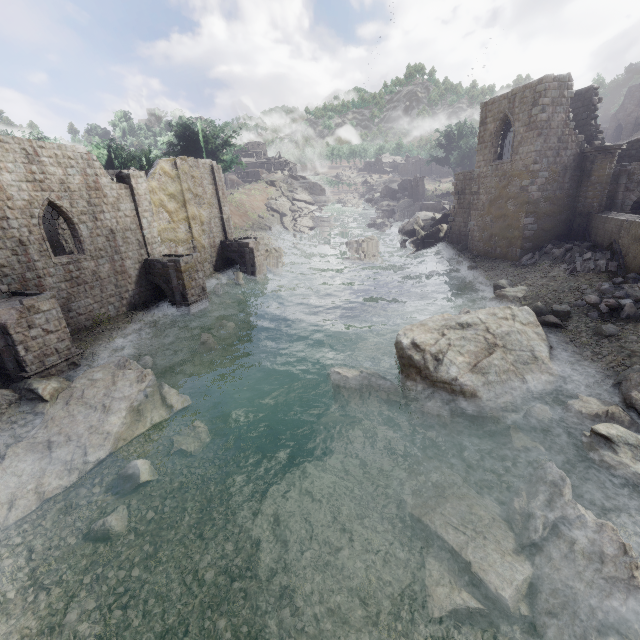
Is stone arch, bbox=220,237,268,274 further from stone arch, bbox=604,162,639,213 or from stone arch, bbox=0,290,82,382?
stone arch, bbox=604,162,639,213

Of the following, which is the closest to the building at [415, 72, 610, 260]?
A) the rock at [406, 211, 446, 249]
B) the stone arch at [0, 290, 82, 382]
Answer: the stone arch at [0, 290, 82, 382]

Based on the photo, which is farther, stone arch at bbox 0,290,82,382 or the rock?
the rock

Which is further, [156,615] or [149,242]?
[149,242]

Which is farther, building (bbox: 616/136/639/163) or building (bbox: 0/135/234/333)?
building (bbox: 616/136/639/163)

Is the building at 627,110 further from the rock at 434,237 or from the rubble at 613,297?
the rock at 434,237

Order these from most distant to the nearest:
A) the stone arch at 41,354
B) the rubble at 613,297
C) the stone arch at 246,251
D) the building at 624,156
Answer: the stone arch at 246,251, the building at 624,156, the rubble at 613,297, the stone arch at 41,354

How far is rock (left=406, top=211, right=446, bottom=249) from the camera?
34.6m
